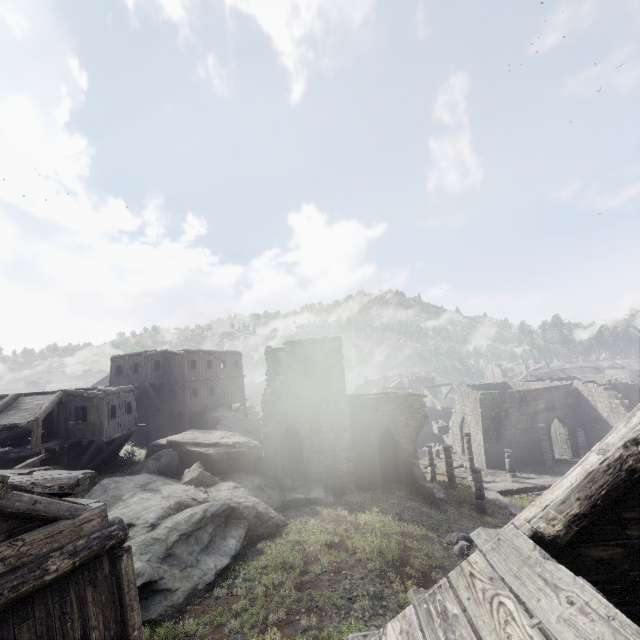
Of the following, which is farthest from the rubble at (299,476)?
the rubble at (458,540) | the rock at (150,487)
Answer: the rubble at (458,540)

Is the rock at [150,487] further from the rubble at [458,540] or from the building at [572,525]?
the rubble at [458,540]

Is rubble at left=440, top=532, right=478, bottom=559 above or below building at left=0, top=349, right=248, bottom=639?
below

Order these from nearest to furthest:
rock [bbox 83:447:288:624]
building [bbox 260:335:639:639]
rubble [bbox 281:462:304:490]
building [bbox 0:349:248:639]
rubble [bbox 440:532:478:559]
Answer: building [bbox 260:335:639:639]
building [bbox 0:349:248:639]
rock [bbox 83:447:288:624]
rubble [bbox 440:532:478:559]
rubble [bbox 281:462:304:490]

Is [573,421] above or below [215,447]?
below

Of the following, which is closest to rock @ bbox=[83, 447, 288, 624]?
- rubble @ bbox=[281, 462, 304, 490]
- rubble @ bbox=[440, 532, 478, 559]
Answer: rubble @ bbox=[281, 462, 304, 490]
